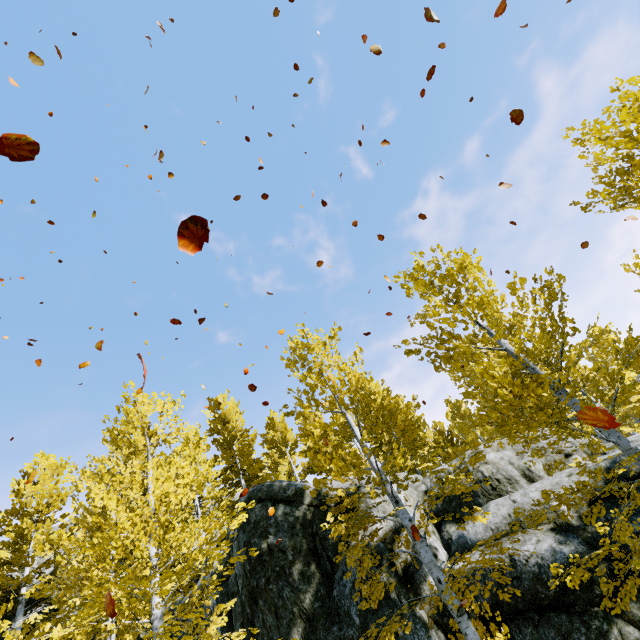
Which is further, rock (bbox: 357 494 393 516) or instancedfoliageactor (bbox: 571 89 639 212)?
rock (bbox: 357 494 393 516)

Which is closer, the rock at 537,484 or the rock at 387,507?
the rock at 537,484

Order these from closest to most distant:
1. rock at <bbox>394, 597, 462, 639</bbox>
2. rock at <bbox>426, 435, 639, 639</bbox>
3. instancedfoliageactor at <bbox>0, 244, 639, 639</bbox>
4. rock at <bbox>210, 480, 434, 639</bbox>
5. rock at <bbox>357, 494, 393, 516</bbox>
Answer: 1. instancedfoliageactor at <bbox>0, 244, 639, 639</bbox>
2. rock at <bbox>426, 435, 639, 639</bbox>
3. rock at <bbox>394, 597, 462, 639</bbox>
4. rock at <bbox>210, 480, 434, 639</bbox>
5. rock at <bbox>357, 494, 393, 516</bbox>

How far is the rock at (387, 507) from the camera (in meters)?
10.15

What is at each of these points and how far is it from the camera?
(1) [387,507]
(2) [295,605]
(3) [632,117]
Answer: (1) rock, 10.2 meters
(2) rock, 9.0 meters
(3) instancedfoliageactor, 4.2 meters

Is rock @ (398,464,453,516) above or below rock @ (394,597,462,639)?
above

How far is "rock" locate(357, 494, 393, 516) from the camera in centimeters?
1015cm
